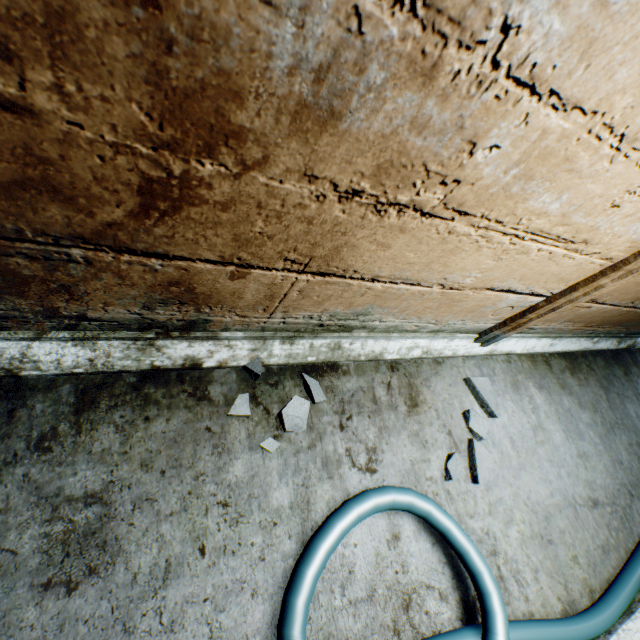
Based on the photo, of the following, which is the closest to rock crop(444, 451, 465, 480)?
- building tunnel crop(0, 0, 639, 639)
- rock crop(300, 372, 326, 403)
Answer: building tunnel crop(0, 0, 639, 639)

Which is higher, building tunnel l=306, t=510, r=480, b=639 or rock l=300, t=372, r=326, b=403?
rock l=300, t=372, r=326, b=403

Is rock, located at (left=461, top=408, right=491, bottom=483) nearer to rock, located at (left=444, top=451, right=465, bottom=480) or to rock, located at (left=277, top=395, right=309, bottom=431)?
rock, located at (left=444, top=451, right=465, bottom=480)

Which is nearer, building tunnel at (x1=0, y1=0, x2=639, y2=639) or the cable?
building tunnel at (x1=0, y1=0, x2=639, y2=639)

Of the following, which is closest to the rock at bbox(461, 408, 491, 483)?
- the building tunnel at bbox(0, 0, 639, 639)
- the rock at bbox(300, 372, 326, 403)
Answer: the building tunnel at bbox(0, 0, 639, 639)

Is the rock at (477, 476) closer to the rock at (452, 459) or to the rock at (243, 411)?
the rock at (452, 459)

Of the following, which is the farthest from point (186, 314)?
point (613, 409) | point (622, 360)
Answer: point (622, 360)

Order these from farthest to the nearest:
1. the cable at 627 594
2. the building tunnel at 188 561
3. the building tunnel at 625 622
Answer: the building tunnel at 625 622
the cable at 627 594
the building tunnel at 188 561
